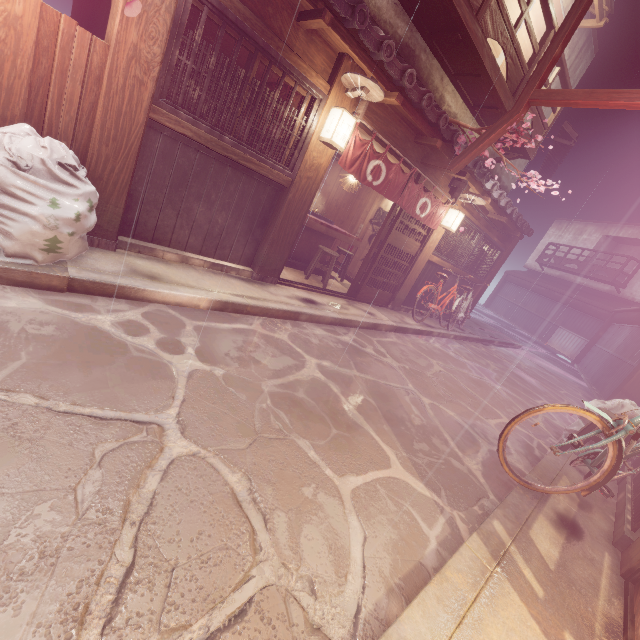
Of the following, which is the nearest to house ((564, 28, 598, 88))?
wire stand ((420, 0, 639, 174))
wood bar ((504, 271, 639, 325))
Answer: wood bar ((504, 271, 639, 325))

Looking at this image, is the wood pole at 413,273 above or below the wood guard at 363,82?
below

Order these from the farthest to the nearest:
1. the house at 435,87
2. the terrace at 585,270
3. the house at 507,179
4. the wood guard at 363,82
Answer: the terrace at 585,270 → the house at 507,179 → the house at 435,87 → the wood guard at 363,82

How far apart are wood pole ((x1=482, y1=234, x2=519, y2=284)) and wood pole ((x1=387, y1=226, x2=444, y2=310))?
7.01m

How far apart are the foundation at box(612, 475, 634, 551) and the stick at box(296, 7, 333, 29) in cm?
1041

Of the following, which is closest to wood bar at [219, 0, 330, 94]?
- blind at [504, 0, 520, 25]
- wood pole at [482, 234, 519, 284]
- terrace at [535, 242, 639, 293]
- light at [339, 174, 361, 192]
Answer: light at [339, 174, 361, 192]

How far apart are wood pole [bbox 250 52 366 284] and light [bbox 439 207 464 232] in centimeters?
649cm

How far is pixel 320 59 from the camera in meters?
7.4 m
